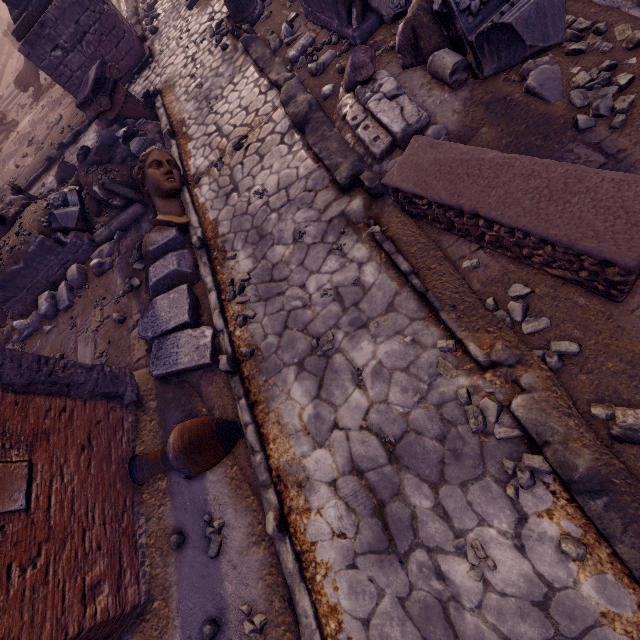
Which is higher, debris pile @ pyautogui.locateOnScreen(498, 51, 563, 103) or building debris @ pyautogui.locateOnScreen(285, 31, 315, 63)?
debris pile @ pyautogui.locateOnScreen(498, 51, 563, 103)

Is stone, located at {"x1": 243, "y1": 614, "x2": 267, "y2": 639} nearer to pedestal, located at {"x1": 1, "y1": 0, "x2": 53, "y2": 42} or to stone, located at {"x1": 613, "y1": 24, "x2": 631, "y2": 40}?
stone, located at {"x1": 613, "y1": 24, "x2": 631, "y2": 40}

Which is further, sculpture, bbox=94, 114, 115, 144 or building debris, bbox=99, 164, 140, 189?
sculpture, bbox=94, 114, 115, 144

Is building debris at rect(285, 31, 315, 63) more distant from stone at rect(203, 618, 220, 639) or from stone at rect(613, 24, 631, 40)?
stone at rect(203, 618, 220, 639)

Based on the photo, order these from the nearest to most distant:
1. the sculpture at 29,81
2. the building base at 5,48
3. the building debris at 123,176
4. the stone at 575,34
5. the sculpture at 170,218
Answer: the stone at 575,34, the sculpture at 170,218, the building debris at 123,176, the sculpture at 29,81, the building base at 5,48

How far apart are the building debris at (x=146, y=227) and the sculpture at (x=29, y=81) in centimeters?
1224cm

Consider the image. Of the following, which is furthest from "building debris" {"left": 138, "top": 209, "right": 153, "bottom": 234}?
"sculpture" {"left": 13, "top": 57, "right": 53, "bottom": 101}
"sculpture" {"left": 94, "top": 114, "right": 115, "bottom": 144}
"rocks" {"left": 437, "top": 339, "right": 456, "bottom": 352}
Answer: "sculpture" {"left": 13, "top": 57, "right": 53, "bottom": 101}

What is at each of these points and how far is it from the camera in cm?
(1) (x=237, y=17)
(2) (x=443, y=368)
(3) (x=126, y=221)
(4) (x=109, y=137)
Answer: (1) column base, 708
(2) rocks, 295
(3) column piece, 633
(4) debris pile, 735
